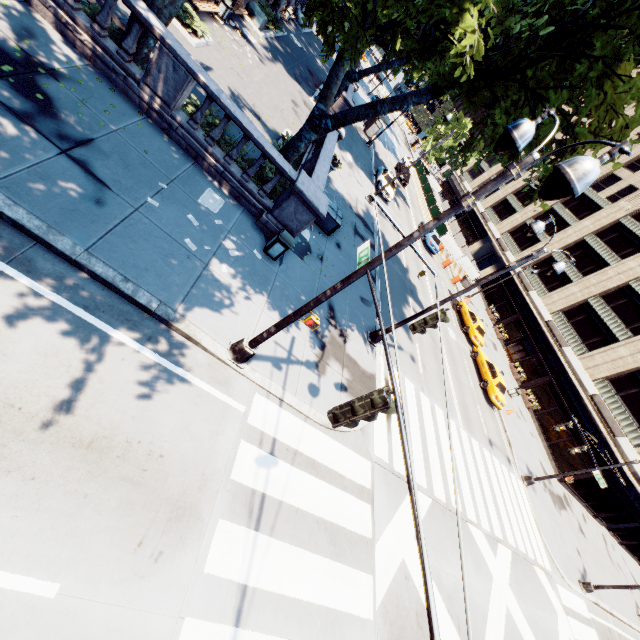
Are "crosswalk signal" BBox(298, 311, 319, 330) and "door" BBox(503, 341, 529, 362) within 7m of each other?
no

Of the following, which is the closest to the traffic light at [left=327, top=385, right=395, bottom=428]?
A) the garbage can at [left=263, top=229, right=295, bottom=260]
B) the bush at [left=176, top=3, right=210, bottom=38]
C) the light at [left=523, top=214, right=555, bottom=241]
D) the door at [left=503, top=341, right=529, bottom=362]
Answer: the garbage can at [left=263, top=229, right=295, bottom=260]

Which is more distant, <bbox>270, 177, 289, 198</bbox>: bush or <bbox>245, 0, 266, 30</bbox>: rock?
<bbox>245, 0, 266, 30</bbox>: rock

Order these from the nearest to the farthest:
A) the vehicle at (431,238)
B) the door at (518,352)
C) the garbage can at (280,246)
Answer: the garbage can at (280,246), the vehicle at (431,238), the door at (518,352)

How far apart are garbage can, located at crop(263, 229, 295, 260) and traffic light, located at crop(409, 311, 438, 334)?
5.0 meters

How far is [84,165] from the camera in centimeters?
711cm

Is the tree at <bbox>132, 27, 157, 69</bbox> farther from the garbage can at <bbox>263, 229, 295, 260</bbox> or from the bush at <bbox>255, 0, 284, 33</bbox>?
the garbage can at <bbox>263, 229, 295, 260</bbox>

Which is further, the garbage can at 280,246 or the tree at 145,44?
the garbage can at 280,246
